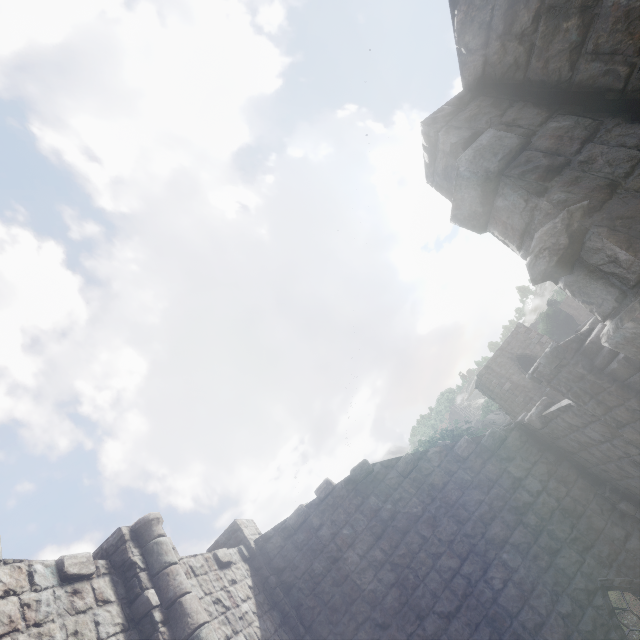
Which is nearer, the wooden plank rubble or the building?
the building

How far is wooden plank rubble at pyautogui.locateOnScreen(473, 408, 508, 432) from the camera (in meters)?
50.12

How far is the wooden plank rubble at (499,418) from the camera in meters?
50.1

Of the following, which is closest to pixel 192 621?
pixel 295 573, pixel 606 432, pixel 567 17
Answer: pixel 295 573

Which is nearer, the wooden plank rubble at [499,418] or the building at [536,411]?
the building at [536,411]
